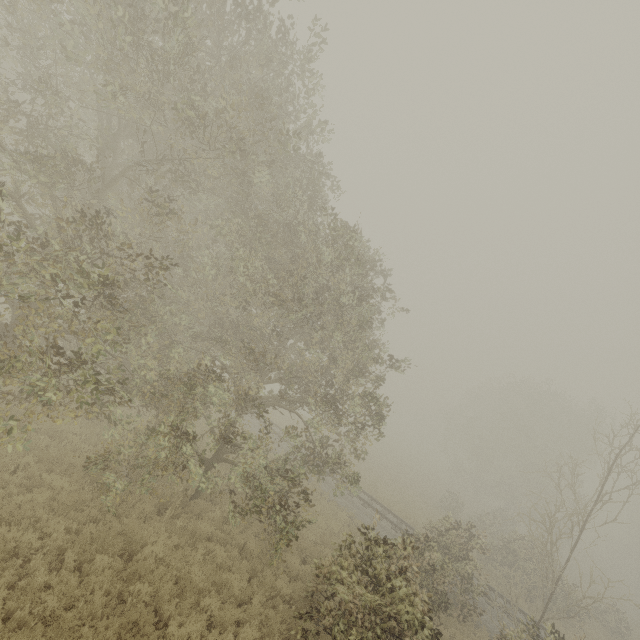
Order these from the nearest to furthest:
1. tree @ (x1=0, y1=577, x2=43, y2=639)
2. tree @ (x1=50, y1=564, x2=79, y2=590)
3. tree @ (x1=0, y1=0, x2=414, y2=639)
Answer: tree @ (x1=0, y1=577, x2=43, y2=639), tree @ (x1=50, y1=564, x2=79, y2=590), tree @ (x1=0, y1=0, x2=414, y2=639)

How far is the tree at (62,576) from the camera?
6.4m

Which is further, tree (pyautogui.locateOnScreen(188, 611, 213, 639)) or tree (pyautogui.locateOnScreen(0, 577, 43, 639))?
tree (pyautogui.locateOnScreen(188, 611, 213, 639))

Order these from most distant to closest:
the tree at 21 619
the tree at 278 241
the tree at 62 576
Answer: the tree at 278 241 → the tree at 62 576 → the tree at 21 619

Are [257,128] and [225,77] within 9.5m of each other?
yes
